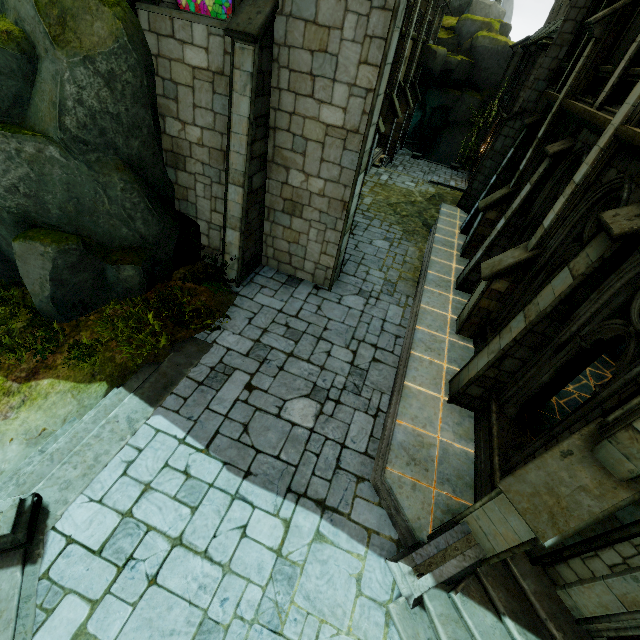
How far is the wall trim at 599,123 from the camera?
6.45m

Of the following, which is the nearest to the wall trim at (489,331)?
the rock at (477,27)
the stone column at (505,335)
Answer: the stone column at (505,335)

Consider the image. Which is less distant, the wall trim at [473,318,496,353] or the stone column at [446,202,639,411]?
the stone column at [446,202,639,411]

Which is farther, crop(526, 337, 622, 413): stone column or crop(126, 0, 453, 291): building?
crop(126, 0, 453, 291): building

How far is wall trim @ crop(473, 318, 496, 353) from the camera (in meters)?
8.31

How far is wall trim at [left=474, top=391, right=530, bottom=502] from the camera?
5.8m

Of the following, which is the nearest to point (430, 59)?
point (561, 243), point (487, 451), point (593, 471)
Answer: point (561, 243)

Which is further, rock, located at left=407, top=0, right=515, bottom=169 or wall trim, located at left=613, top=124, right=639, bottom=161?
rock, located at left=407, top=0, right=515, bottom=169
